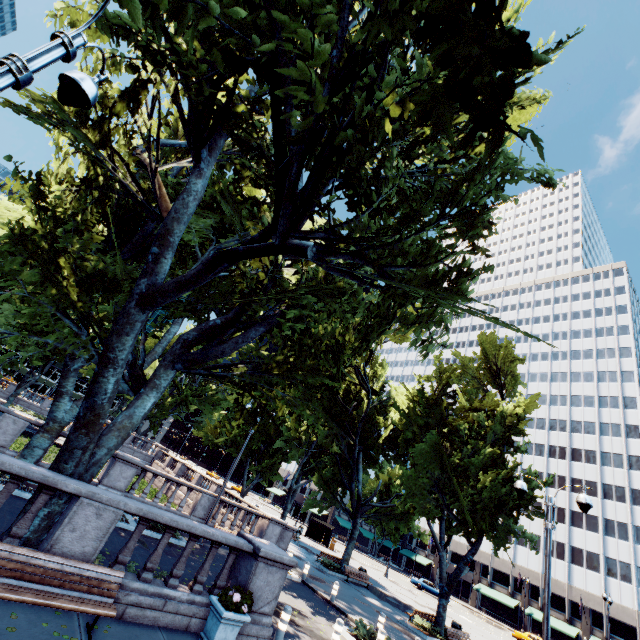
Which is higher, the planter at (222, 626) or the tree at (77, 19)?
the tree at (77, 19)

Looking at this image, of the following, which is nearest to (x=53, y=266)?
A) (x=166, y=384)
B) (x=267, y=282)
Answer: (x=166, y=384)

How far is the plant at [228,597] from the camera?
7.64m

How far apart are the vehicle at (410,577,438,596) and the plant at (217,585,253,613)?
50.15m

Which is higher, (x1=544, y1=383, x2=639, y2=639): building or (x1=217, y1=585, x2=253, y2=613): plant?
(x1=544, y1=383, x2=639, y2=639): building

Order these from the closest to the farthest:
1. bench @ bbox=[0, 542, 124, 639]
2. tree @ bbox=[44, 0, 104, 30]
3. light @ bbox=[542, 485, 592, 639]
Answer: bench @ bbox=[0, 542, 124, 639], tree @ bbox=[44, 0, 104, 30], light @ bbox=[542, 485, 592, 639]

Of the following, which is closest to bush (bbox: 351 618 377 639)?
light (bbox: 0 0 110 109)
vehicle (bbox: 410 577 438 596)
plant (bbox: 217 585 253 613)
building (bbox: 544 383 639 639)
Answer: light (bbox: 0 0 110 109)

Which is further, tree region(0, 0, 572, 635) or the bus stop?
the bus stop
